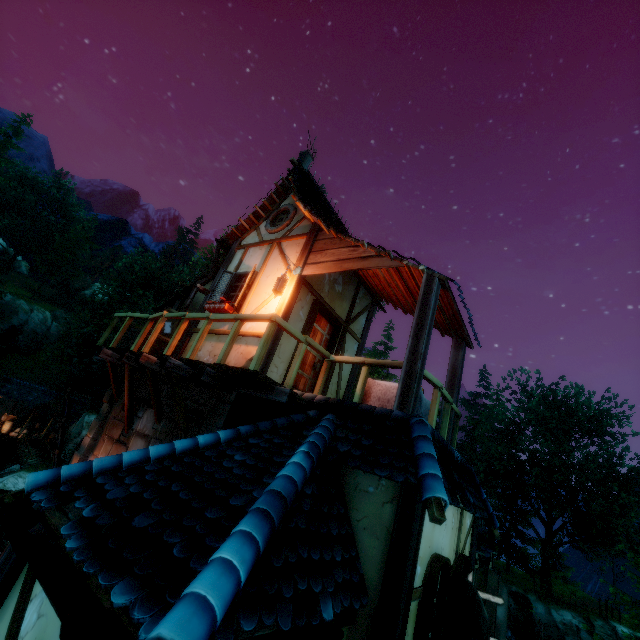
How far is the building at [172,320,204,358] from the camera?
7.81m

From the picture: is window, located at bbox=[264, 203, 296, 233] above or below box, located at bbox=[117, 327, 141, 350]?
above

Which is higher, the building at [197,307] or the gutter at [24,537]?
the building at [197,307]

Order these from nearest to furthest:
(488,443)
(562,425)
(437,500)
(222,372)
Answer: (437,500) < (222,372) < (562,425) < (488,443)

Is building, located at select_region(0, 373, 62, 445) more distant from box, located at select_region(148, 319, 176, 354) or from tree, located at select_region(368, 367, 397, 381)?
box, located at select_region(148, 319, 176, 354)

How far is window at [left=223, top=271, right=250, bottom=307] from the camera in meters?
7.8 m

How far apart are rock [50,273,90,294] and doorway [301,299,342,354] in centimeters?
6516cm

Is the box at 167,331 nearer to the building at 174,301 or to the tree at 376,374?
the building at 174,301
